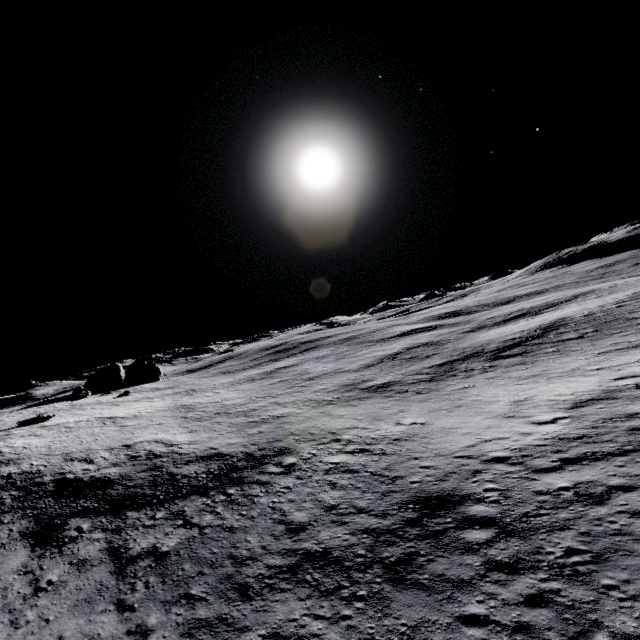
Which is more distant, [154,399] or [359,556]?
[154,399]

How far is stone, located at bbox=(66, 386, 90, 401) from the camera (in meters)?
50.28

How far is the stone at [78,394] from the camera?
50.3 meters
